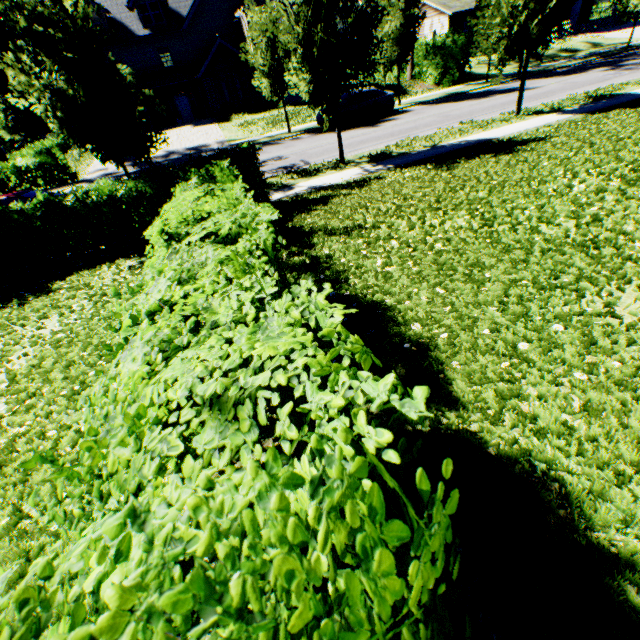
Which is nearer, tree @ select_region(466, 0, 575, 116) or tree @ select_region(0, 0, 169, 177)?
tree @ select_region(0, 0, 169, 177)

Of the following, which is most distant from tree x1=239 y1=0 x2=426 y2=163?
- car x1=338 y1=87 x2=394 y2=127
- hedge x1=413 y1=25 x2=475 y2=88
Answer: car x1=338 y1=87 x2=394 y2=127

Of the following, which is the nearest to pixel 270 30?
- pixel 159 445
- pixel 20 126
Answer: pixel 159 445

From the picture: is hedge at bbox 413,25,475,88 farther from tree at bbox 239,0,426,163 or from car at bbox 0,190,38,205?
car at bbox 0,190,38,205

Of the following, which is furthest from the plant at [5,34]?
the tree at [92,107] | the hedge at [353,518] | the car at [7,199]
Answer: the hedge at [353,518]

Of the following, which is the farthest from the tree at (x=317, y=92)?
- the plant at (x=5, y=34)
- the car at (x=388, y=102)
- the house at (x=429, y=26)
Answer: the house at (x=429, y=26)

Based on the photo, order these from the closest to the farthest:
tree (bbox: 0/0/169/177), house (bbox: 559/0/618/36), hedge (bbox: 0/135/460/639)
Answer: hedge (bbox: 0/135/460/639)
tree (bbox: 0/0/169/177)
house (bbox: 559/0/618/36)

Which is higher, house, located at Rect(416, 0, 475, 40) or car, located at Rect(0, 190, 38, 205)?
house, located at Rect(416, 0, 475, 40)
